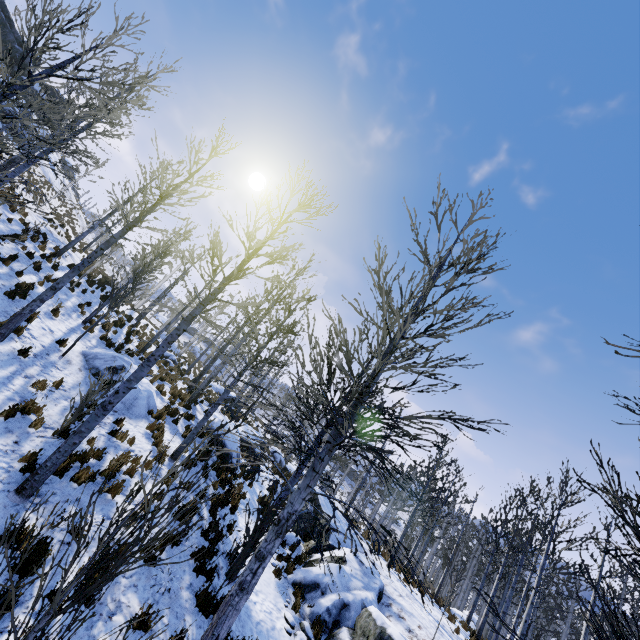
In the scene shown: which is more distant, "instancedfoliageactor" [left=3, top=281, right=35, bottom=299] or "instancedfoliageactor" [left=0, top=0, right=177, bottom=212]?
"instancedfoliageactor" [left=3, top=281, right=35, bottom=299]

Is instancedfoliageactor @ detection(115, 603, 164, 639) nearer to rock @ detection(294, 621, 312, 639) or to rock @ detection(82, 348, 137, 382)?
rock @ detection(294, 621, 312, 639)

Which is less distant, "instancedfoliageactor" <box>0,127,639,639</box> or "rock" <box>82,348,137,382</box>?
"instancedfoliageactor" <box>0,127,639,639</box>

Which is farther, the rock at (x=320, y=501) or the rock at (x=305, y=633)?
the rock at (x=320, y=501)

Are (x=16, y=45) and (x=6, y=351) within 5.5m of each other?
no

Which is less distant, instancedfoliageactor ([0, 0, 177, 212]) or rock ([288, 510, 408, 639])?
instancedfoliageactor ([0, 0, 177, 212])

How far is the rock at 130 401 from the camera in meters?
11.4

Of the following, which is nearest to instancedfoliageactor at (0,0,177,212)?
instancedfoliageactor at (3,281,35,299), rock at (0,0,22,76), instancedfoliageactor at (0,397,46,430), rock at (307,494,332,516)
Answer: instancedfoliageactor at (0,397,46,430)
